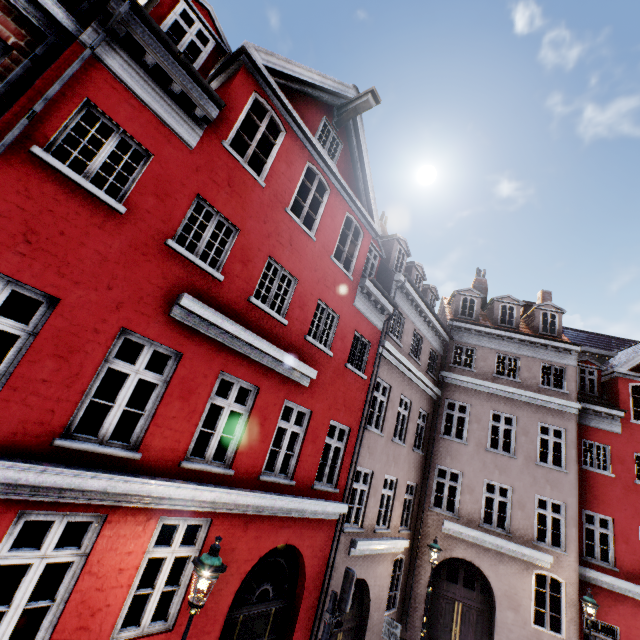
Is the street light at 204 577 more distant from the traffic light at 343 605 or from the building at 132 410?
the traffic light at 343 605

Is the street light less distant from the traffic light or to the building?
the building

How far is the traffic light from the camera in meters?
6.6 m

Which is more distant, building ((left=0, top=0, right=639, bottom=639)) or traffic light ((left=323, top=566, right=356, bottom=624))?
traffic light ((left=323, top=566, right=356, bottom=624))

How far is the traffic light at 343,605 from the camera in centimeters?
663cm

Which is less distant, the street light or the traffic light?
the street light

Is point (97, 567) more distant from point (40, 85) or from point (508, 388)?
point (508, 388)
